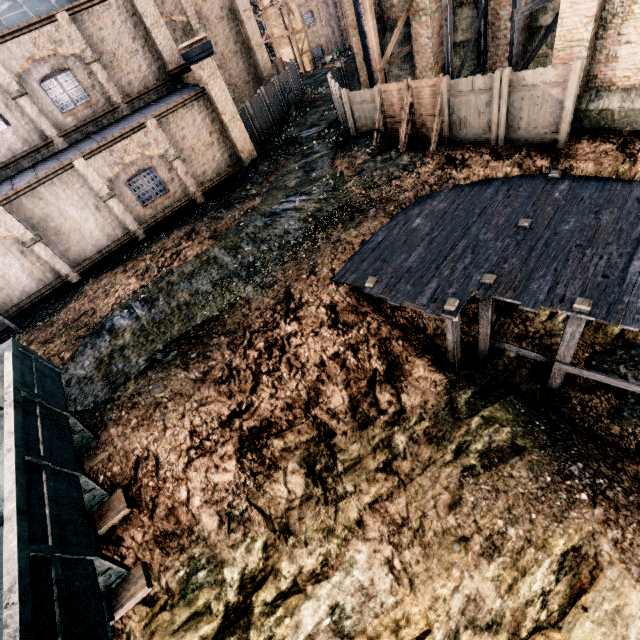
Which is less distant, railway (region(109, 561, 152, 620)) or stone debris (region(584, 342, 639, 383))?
railway (region(109, 561, 152, 620))

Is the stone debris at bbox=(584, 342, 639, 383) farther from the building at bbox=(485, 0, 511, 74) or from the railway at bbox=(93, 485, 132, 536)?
Result: the railway at bbox=(93, 485, 132, 536)

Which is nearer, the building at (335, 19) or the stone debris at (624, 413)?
the stone debris at (624, 413)

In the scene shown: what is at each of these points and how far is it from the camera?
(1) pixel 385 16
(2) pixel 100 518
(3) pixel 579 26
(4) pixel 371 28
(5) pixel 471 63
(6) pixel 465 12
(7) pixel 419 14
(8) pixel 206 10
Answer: (1) building, 20.4 meters
(2) railway, 8.3 meters
(3) building, 10.9 meters
(4) wooden scaffolding, 16.2 meters
(5) building, 17.8 meters
(6) building, 17.0 meters
(7) building, 17.2 meters
(8) building, 25.2 meters

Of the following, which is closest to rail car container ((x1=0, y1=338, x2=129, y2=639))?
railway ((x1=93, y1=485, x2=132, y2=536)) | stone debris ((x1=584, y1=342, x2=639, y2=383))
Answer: railway ((x1=93, y1=485, x2=132, y2=536))

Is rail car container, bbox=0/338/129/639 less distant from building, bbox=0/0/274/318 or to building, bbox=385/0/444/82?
building, bbox=0/0/274/318

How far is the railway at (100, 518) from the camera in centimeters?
819cm

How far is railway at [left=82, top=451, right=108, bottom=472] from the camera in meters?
9.3 m
